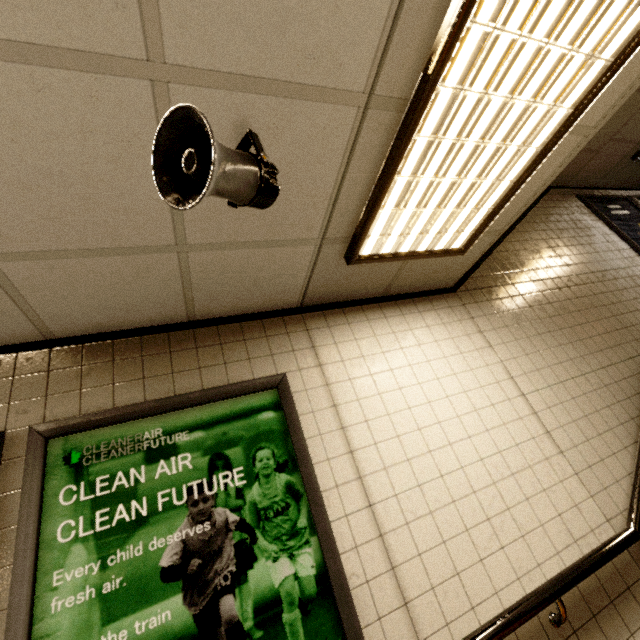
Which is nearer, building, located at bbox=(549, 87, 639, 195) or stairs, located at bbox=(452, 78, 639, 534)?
stairs, located at bbox=(452, 78, 639, 534)

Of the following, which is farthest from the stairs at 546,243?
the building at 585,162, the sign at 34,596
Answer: the sign at 34,596

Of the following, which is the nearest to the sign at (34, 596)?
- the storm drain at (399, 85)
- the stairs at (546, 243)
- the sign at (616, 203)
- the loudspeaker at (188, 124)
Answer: the storm drain at (399, 85)

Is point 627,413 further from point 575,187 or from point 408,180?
point 575,187

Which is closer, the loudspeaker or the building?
the loudspeaker

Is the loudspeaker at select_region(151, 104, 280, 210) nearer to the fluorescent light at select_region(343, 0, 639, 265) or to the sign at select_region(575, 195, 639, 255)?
the fluorescent light at select_region(343, 0, 639, 265)

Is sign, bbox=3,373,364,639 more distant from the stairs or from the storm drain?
the stairs
